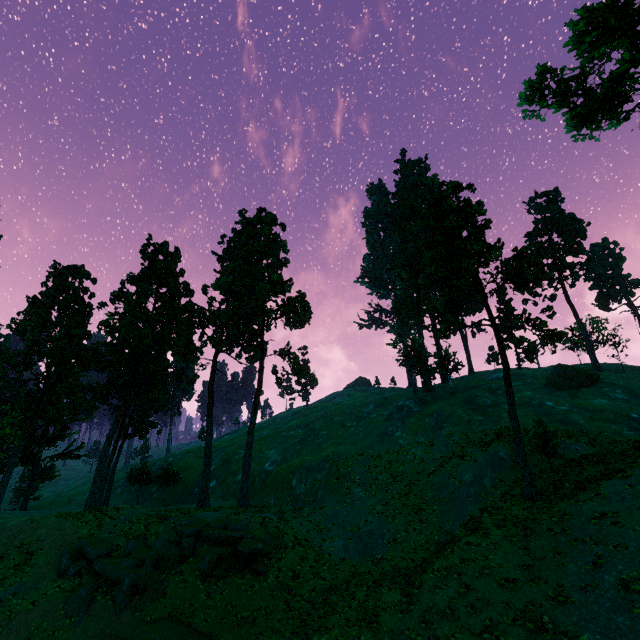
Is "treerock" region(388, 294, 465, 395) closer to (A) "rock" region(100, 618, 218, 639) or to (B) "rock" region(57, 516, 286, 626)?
(B) "rock" region(57, 516, 286, 626)

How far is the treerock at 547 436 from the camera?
22.3m

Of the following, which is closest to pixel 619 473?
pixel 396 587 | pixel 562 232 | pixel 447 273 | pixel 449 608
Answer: pixel 449 608

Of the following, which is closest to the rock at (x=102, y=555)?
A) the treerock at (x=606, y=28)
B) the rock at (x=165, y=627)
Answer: the rock at (x=165, y=627)

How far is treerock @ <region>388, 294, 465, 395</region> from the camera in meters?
48.0 m

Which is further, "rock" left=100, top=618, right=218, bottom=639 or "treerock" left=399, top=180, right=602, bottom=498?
"treerock" left=399, top=180, right=602, bottom=498
